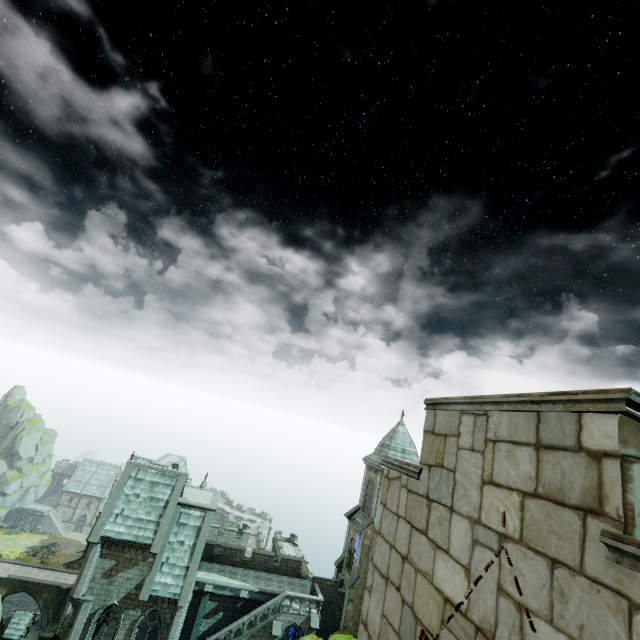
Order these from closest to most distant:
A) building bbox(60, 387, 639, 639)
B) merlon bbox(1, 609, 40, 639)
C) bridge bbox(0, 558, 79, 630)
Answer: building bbox(60, 387, 639, 639) → merlon bbox(1, 609, 40, 639) → bridge bbox(0, 558, 79, 630)

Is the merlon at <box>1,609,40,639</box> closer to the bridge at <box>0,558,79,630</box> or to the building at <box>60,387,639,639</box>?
the building at <box>60,387,639,639</box>

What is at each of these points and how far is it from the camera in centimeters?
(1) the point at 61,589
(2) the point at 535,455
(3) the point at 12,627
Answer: (1) bridge, 4322cm
(2) building, 248cm
(3) merlon, 2008cm

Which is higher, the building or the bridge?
the building

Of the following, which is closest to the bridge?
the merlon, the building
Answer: the building

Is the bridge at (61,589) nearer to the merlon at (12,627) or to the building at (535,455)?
the building at (535,455)
